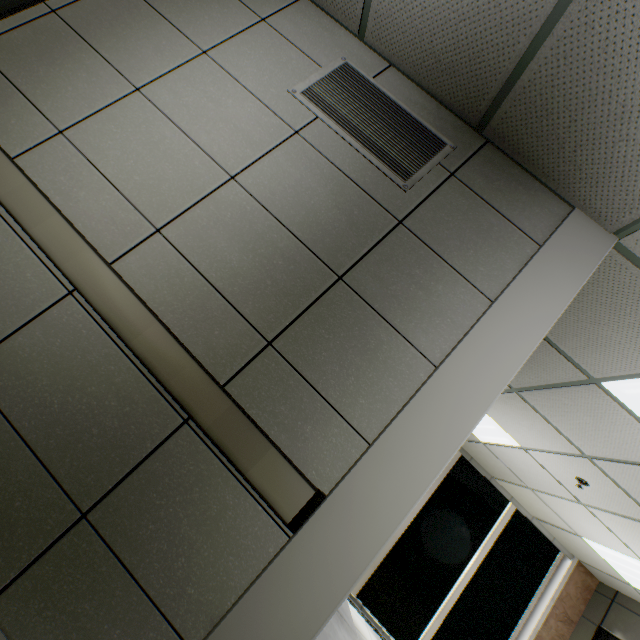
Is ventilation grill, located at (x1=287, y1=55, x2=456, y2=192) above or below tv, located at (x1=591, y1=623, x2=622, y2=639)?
above

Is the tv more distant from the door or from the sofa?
the door

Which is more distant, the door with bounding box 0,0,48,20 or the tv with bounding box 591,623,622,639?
the tv with bounding box 591,623,622,639

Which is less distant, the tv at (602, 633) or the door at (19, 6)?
the door at (19, 6)

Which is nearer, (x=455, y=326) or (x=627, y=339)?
(x=455, y=326)

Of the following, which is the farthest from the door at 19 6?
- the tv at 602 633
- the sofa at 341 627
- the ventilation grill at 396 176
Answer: the tv at 602 633

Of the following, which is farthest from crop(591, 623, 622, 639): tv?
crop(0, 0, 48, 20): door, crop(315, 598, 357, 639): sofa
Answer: crop(0, 0, 48, 20): door

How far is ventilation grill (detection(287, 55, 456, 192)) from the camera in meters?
1.9 m
